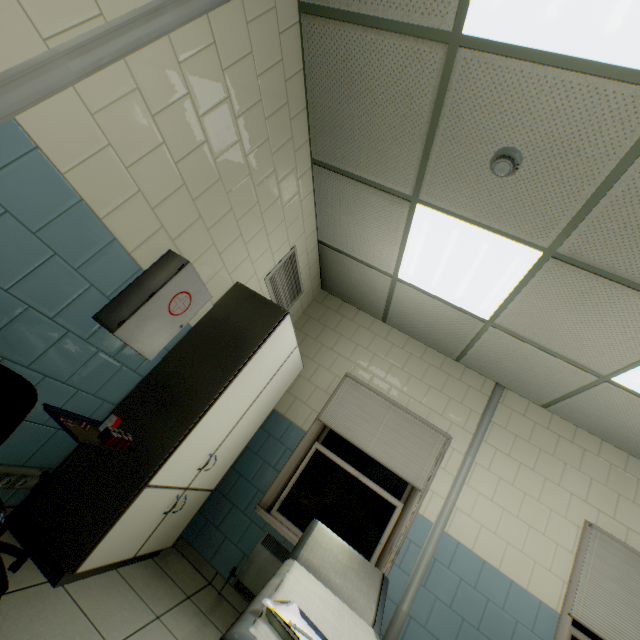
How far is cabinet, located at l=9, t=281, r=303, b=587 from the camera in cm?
190

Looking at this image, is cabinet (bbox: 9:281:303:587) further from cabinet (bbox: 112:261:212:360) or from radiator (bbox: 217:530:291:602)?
radiator (bbox: 217:530:291:602)

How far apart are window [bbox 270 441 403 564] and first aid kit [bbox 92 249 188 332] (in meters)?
2.54

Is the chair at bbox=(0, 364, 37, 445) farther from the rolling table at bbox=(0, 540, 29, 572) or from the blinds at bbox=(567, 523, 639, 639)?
the blinds at bbox=(567, 523, 639, 639)

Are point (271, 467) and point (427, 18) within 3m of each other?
no

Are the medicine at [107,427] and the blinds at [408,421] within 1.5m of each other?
no

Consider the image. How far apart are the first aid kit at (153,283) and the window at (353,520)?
2.5m

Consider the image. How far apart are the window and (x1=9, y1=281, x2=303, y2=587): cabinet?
1.6m
